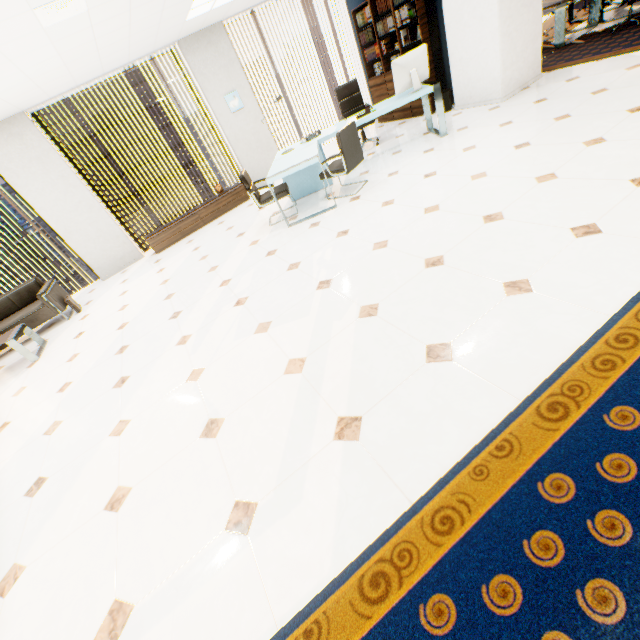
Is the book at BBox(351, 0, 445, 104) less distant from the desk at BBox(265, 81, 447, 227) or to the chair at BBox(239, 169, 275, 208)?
the desk at BBox(265, 81, 447, 227)

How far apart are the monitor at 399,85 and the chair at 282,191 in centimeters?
217cm

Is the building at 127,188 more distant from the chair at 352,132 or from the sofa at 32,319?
the chair at 352,132

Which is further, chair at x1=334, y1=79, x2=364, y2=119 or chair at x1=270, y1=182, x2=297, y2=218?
chair at x1=334, y1=79, x2=364, y2=119

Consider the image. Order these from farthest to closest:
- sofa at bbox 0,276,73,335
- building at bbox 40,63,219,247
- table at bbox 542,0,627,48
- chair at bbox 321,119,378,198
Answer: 1. building at bbox 40,63,219,247
2. table at bbox 542,0,627,48
3. sofa at bbox 0,276,73,335
4. chair at bbox 321,119,378,198

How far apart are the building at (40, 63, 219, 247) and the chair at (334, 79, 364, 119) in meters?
58.3

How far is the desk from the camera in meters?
4.5 m

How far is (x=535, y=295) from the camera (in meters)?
2.08
